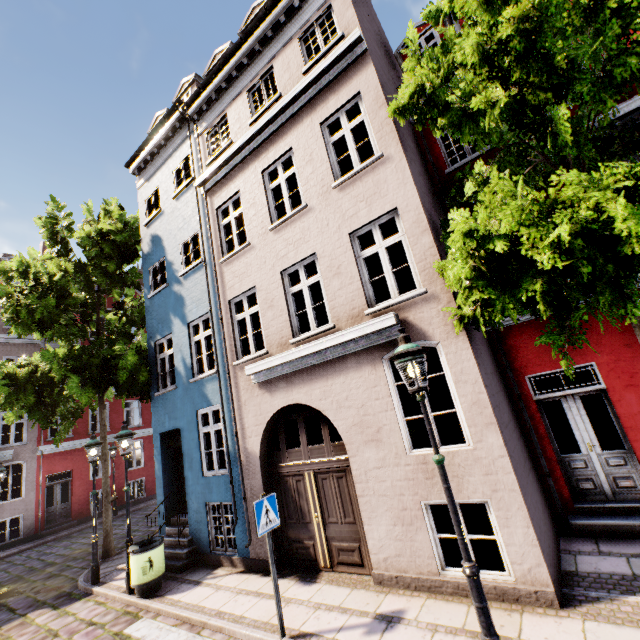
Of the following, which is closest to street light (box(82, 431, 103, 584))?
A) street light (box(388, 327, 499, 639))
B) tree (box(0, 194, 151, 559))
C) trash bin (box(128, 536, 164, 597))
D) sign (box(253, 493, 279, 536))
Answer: tree (box(0, 194, 151, 559))

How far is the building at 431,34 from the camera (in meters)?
9.33

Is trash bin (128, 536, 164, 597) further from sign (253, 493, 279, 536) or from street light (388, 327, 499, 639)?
street light (388, 327, 499, 639)

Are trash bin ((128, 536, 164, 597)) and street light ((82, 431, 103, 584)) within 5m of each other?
yes

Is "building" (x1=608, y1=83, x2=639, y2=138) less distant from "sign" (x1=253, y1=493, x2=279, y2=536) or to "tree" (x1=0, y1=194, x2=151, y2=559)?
"tree" (x1=0, y1=194, x2=151, y2=559)

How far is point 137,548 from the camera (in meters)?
7.32

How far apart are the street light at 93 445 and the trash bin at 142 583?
2.1 meters

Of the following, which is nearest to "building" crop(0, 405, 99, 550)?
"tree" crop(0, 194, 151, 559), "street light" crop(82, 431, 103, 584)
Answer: "tree" crop(0, 194, 151, 559)
